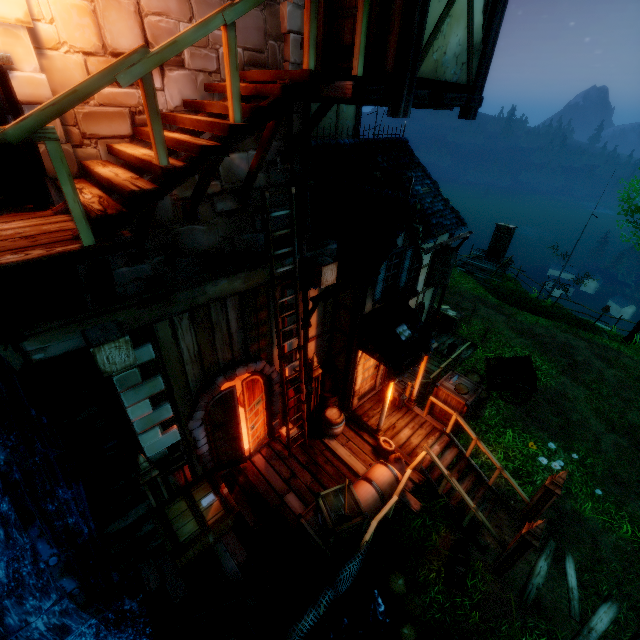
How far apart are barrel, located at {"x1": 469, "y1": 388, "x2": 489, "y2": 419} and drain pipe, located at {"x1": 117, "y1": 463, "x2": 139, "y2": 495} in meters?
9.8

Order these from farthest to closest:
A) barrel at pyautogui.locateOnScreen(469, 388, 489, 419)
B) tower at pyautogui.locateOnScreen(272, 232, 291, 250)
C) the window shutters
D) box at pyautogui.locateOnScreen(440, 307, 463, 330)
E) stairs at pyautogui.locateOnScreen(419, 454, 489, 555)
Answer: box at pyautogui.locateOnScreen(440, 307, 463, 330) → the window shutters → barrel at pyautogui.locateOnScreen(469, 388, 489, 419) → stairs at pyautogui.locateOnScreen(419, 454, 489, 555) → tower at pyautogui.locateOnScreen(272, 232, 291, 250)

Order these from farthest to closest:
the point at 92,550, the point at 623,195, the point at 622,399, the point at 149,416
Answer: the point at 623,195, the point at 622,399, the point at 92,550, the point at 149,416

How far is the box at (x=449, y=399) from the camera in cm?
928

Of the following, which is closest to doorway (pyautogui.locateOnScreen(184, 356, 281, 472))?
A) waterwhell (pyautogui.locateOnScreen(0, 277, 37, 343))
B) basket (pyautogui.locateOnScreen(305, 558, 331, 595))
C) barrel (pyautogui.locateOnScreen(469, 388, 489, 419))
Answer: waterwhell (pyautogui.locateOnScreen(0, 277, 37, 343))

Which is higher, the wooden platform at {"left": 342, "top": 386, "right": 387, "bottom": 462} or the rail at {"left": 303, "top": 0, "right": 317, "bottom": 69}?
the rail at {"left": 303, "top": 0, "right": 317, "bottom": 69}

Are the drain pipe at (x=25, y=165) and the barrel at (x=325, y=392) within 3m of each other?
no

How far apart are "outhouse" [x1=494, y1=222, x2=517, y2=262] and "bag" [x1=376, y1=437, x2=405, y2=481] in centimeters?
1993cm
